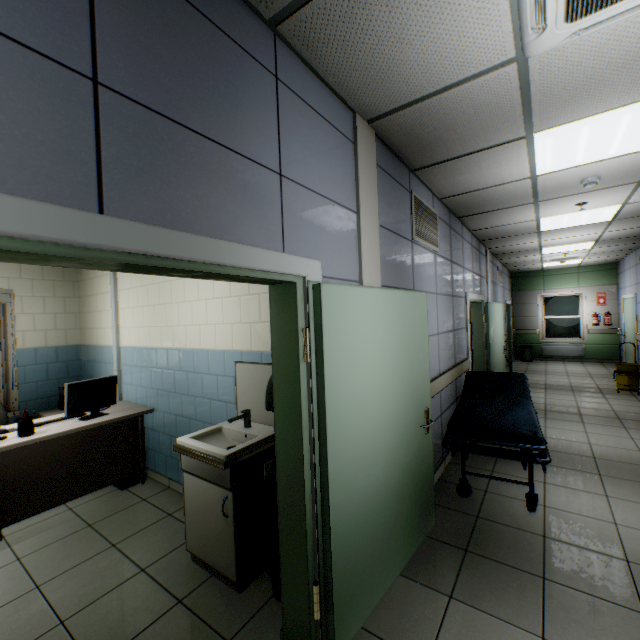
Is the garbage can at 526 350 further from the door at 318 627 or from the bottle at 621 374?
the door at 318 627

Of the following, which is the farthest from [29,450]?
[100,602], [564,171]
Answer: [564,171]

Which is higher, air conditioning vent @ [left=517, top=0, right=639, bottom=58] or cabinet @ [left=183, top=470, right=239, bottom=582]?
air conditioning vent @ [left=517, top=0, right=639, bottom=58]

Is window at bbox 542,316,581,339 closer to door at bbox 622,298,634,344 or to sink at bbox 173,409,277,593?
door at bbox 622,298,634,344

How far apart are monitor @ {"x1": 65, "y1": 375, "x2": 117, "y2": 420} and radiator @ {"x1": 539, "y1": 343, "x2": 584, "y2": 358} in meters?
13.0 m

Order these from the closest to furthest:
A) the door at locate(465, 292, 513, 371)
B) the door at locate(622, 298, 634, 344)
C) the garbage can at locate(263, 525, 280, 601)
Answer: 1. the garbage can at locate(263, 525, 280, 601)
2. the door at locate(465, 292, 513, 371)
3. the door at locate(622, 298, 634, 344)

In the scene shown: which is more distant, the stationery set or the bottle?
the bottle

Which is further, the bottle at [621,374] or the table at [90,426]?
the bottle at [621,374]
